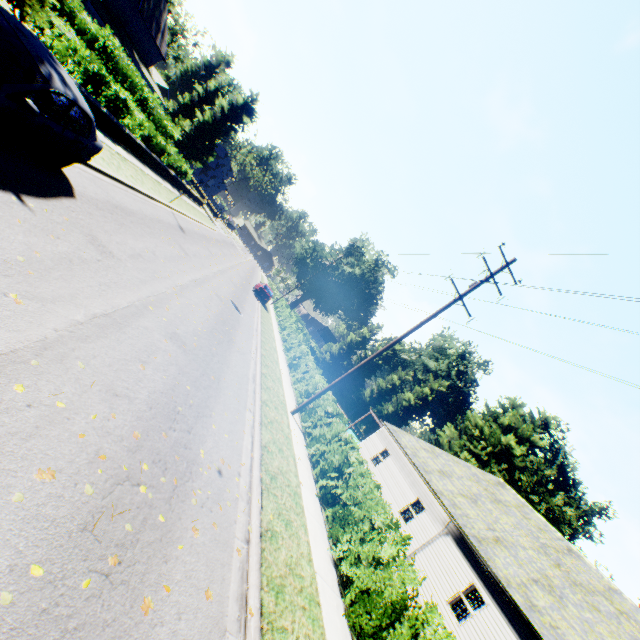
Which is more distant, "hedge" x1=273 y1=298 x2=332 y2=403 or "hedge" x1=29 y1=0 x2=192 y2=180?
"hedge" x1=273 y1=298 x2=332 y2=403

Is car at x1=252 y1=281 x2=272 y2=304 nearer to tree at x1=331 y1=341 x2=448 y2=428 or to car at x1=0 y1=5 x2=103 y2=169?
tree at x1=331 y1=341 x2=448 y2=428

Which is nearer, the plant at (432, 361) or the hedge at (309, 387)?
the hedge at (309, 387)

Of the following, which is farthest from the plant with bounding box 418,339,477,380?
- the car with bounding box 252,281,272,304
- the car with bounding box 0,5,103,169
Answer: the car with bounding box 0,5,103,169

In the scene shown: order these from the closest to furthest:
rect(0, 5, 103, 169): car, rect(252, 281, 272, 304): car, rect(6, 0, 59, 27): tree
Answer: rect(0, 5, 103, 169): car, rect(6, 0, 59, 27): tree, rect(252, 281, 272, 304): car

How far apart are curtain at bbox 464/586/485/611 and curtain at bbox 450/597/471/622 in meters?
0.1

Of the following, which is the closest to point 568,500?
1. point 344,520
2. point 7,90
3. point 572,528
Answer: point 572,528

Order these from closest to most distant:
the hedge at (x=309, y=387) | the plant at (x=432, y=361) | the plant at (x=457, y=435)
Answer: the hedge at (x=309, y=387) → the plant at (x=457, y=435) → the plant at (x=432, y=361)
